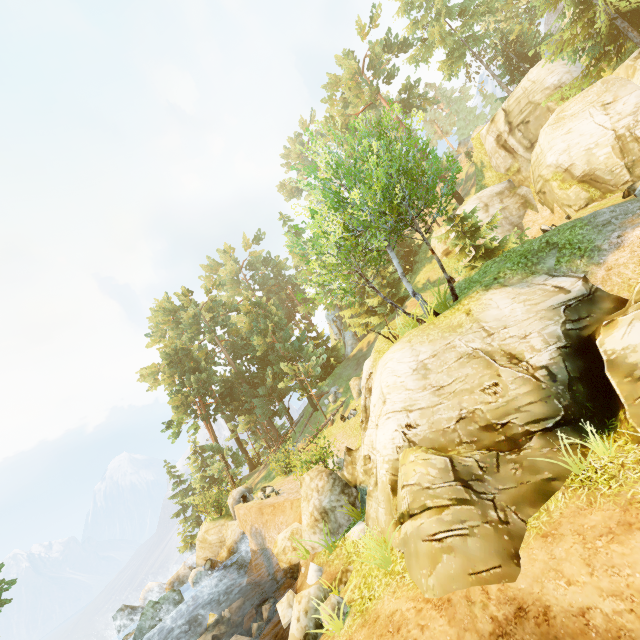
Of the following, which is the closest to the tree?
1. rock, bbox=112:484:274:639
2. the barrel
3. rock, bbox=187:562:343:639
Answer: rock, bbox=112:484:274:639

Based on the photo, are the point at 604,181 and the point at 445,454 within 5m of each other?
no

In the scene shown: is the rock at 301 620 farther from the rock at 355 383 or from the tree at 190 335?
the rock at 355 383

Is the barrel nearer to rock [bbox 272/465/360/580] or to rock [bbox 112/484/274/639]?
rock [bbox 112/484/274/639]

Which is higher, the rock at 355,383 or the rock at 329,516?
the rock at 355,383

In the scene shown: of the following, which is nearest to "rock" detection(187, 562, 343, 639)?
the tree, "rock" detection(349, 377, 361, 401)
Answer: the tree

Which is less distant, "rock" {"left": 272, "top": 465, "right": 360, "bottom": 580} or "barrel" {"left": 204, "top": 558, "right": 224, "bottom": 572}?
"rock" {"left": 272, "top": 465, "right": 360, "bottom": 580}

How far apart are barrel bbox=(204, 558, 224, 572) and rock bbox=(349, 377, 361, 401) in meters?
13.6 m
